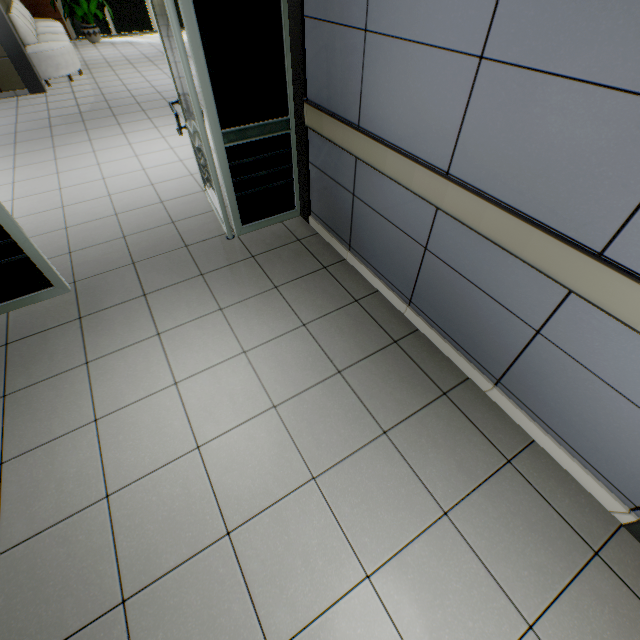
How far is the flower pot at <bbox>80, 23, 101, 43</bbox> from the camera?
9.8 meters

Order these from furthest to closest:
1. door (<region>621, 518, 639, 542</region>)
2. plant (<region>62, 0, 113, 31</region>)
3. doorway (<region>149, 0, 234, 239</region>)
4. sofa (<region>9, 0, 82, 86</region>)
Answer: plant (<region>62, 0, 113, 31</region>) → sofa (<region>9, 0, 82, 86</region>) → doorway (<region>149, 0, 234, 239</region>) → door (<region>621, 518, 639, 542</region>)

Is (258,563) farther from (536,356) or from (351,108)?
(351,108)

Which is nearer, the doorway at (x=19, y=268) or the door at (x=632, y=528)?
the door at (x=632, y=528)

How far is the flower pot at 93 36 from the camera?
9.8m

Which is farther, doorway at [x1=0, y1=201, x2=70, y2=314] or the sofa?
the sofa

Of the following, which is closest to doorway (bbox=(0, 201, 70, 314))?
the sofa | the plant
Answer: the sofa

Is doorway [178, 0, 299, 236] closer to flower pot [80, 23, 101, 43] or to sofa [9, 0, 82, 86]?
sofa [9, 0, 82, 86]
